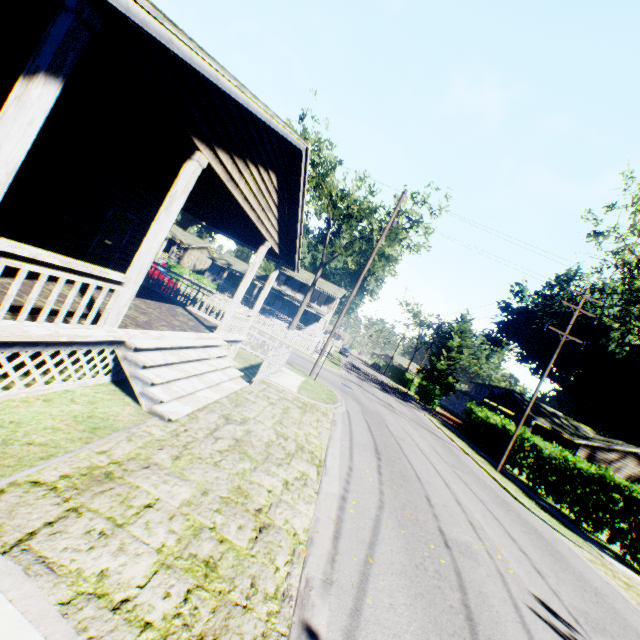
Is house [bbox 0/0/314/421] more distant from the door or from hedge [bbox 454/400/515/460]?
hedge [bbox 454/400/515/460]

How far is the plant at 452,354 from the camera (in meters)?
58.69

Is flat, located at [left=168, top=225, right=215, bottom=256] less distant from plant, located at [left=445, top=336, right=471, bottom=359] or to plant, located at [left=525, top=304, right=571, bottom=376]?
plant, located at [left=445, top=336, right=471, bottom=359]

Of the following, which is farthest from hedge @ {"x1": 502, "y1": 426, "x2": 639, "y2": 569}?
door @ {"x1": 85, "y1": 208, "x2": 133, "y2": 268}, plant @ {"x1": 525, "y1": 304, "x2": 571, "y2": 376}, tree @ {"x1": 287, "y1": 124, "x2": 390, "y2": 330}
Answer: plant @ {"x1": 525, "y1": 304, "x2": 571, "y2": 376}

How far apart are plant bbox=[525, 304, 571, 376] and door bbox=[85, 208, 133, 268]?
50.76m

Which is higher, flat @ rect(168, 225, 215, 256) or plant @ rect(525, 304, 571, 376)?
plant @ rect(525, 304, 571, 376)

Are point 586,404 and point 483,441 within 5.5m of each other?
no

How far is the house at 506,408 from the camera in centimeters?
3519cm
